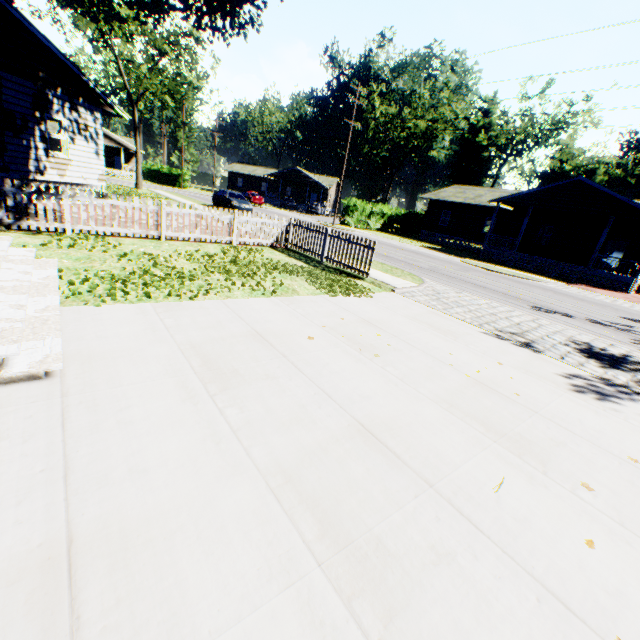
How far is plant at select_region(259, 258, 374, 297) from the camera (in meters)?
8.45

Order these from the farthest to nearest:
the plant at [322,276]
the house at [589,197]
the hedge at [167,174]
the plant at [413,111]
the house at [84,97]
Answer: the hedge at [167,174] → the plant at [413,111] → the house at [589,197] → the house at [84,97] → the plant at [322,276]

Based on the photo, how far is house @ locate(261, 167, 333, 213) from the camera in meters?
54.7 m

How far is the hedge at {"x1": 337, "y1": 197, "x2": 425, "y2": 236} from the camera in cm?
3375

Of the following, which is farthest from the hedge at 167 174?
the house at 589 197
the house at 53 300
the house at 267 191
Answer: the house at 53 300

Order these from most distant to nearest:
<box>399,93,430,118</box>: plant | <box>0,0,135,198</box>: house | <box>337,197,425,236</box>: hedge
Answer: <box>399,93,430,118</box>: plant
<box>337,197,425,236</box>: hedge
<box>0,0,135,198</box>: house

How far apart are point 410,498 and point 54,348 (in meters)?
3.94
